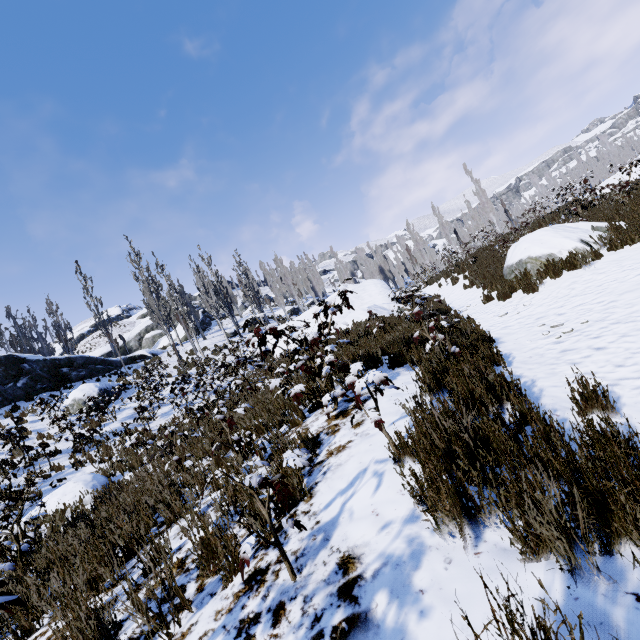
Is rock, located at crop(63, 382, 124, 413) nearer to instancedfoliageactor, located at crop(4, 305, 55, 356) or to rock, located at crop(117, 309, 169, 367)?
instancedfoliageactor, located at crop(4, 305, 55, 356)

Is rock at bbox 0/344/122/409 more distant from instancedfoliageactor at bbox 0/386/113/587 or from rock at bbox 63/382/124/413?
rock at bbox 63/382/124/413

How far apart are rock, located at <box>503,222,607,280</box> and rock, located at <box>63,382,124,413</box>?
18.4m

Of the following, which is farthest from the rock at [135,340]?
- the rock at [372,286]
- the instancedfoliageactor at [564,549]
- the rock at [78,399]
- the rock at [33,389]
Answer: the rock at [78,399]

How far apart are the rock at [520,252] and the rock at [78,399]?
18.40m

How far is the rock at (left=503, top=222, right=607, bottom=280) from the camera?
8.4m

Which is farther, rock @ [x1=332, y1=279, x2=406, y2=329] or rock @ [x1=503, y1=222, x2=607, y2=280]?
rock @ [x1=332, y1=279, x2=406, y2=329]

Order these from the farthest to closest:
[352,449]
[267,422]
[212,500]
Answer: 1. [267,422]
2. [212,500]
3. [352,449]
